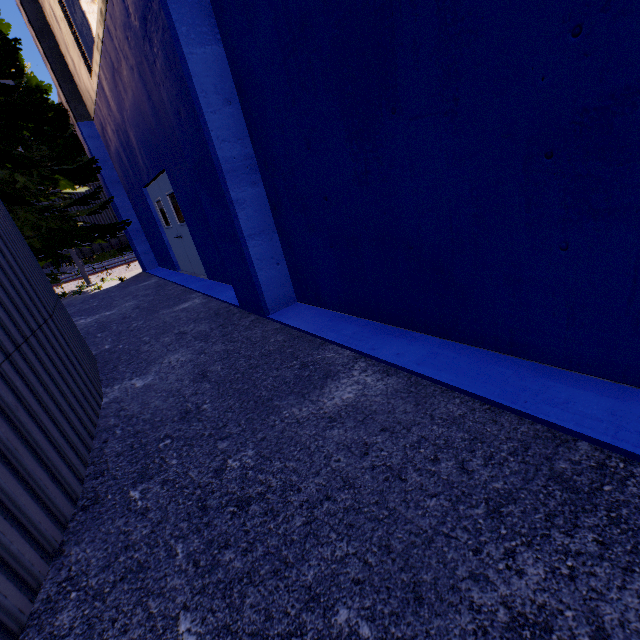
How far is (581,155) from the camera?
1.56m

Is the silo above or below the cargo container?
below

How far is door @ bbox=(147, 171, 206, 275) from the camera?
7.67m

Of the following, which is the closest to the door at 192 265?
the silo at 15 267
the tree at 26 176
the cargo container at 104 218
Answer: the tree at 26 176

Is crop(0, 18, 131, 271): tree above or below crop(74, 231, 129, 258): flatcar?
above

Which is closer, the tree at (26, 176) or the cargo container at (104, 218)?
the tree at (26, 176)

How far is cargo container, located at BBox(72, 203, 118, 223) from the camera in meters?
16.5 m

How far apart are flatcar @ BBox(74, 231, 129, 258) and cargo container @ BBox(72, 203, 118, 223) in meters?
0.0
